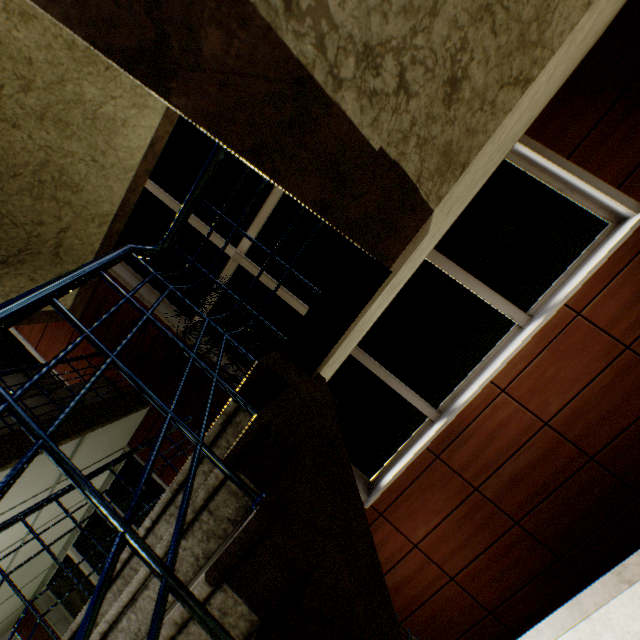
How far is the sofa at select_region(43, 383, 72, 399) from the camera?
3.9 meters

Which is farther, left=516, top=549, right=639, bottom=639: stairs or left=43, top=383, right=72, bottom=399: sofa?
left=43, top=383, right=72, bottom=399: sofa

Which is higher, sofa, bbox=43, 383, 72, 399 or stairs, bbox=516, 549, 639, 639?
sofa, bbox=43, 383, 72, 399

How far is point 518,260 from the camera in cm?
329

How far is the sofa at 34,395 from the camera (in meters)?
3.66

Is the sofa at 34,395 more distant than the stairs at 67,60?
Yes

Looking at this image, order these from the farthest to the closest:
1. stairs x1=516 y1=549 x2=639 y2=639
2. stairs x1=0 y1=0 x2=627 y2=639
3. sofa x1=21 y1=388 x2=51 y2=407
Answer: sofa x1=21 y1=388 x2=51 y2=407 < stairs x1=516 y1=549 x2=639 y2=639 < stairs x1=0 y1=0 x2=627 y2=639
